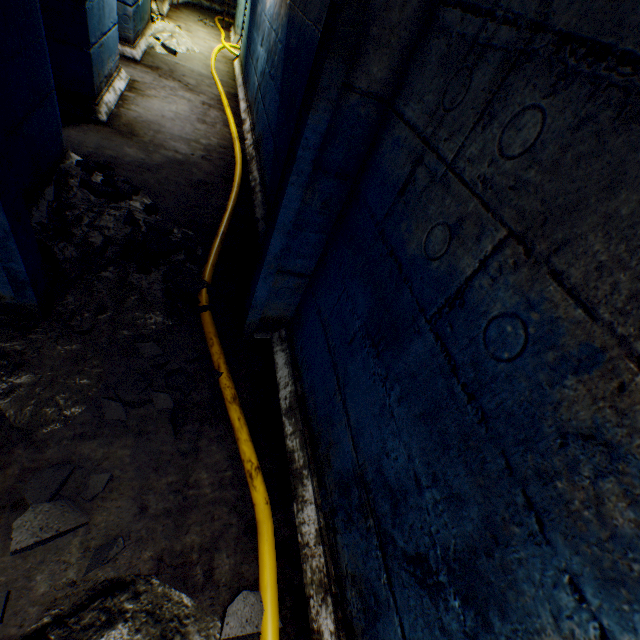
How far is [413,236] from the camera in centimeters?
109cm

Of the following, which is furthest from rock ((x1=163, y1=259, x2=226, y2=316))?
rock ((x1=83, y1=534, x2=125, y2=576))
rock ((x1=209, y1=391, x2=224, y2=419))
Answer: rock ((x1=83, y1=534, x2=125, y2=576))

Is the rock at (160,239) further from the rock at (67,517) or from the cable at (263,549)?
the rock at (67,517)

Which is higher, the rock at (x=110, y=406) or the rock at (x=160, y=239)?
the rock at (x=160, y=239)

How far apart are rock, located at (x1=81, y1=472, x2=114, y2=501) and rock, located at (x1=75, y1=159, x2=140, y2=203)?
2.0m

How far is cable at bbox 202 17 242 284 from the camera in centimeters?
257cm

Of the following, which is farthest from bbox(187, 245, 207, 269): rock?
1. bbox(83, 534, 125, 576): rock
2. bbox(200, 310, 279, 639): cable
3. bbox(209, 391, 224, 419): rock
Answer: bbox(83, 534, 125, 576): rock

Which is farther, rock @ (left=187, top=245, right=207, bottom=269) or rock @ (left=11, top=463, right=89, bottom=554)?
rock @ (left=187, top=245, right=207, bottom=269)
